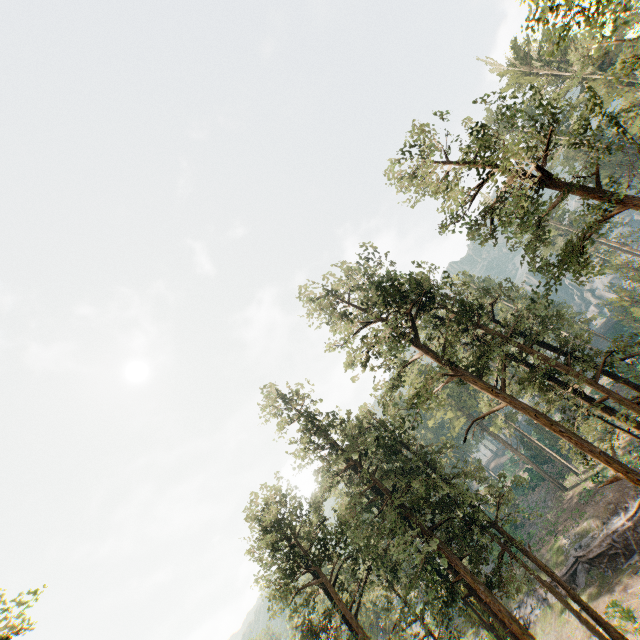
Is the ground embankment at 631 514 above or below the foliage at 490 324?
below

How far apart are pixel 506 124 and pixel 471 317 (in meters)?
53.56

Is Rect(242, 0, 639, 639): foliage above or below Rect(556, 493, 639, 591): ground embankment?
above

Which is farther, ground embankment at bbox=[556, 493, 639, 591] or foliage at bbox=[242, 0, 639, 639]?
ground embankment at bbox=[556, 493, 639, 591]

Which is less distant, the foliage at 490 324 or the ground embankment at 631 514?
the foliage at 490 324
